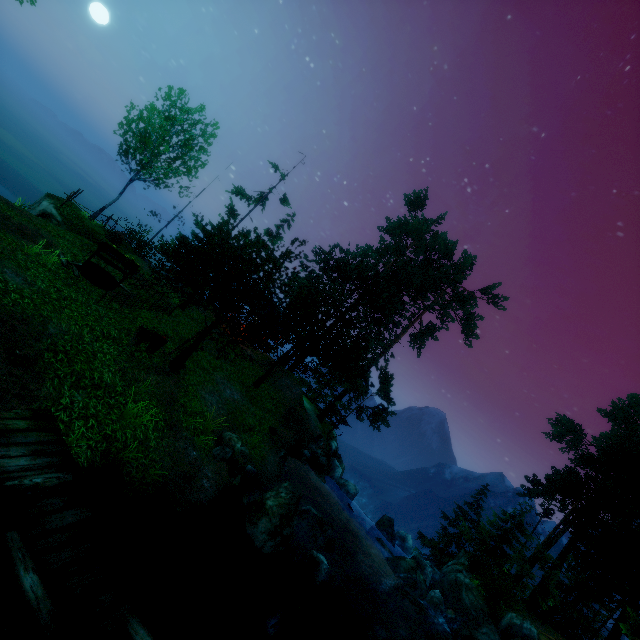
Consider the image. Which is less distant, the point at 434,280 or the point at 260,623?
the point at 260,623

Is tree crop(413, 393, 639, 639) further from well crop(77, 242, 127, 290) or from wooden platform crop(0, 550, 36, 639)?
wooden platform crop(0, 550, 36, 639)

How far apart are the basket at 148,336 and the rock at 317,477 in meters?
13.6 m

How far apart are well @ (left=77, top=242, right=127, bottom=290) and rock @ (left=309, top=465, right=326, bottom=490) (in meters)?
15.23

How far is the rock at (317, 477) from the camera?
19.9m

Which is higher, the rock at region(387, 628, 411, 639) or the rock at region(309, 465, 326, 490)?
the rock at region(309, 465, 326, 490)

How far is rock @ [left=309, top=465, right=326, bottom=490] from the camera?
19.86m

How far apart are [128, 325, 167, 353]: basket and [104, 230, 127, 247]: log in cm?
1233
